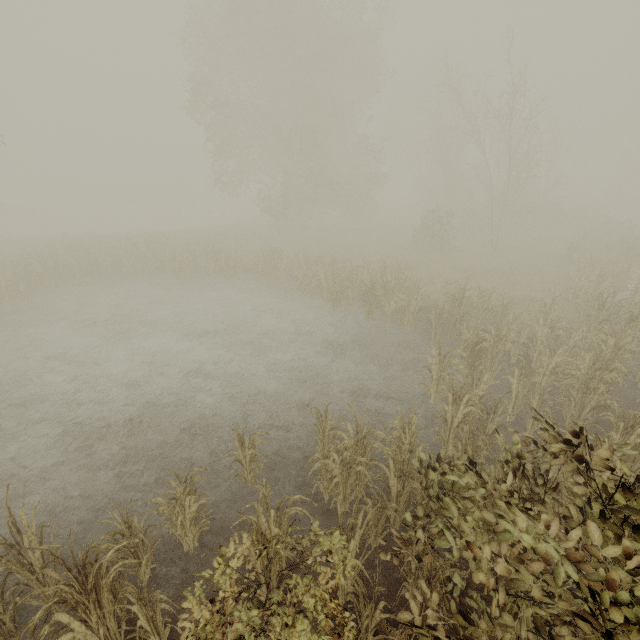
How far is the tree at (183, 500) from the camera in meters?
4.7 m

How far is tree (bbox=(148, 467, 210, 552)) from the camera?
4.71m

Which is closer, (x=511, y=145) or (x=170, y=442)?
(x=170, y=442)
